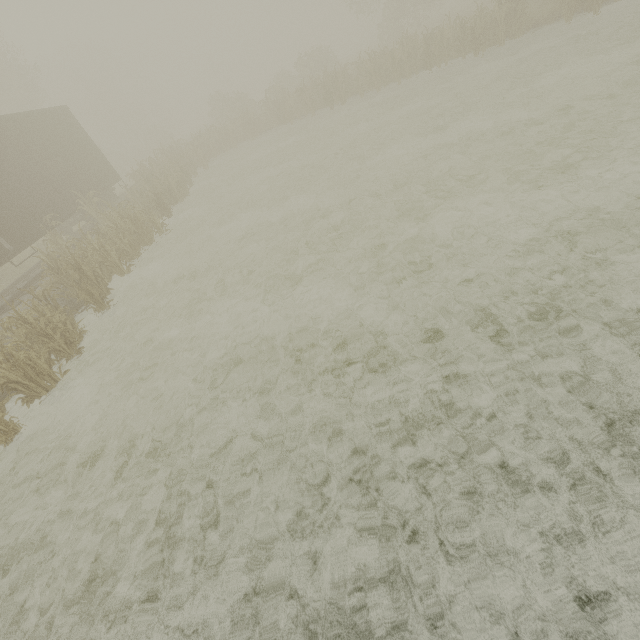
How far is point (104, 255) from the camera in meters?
10.2
